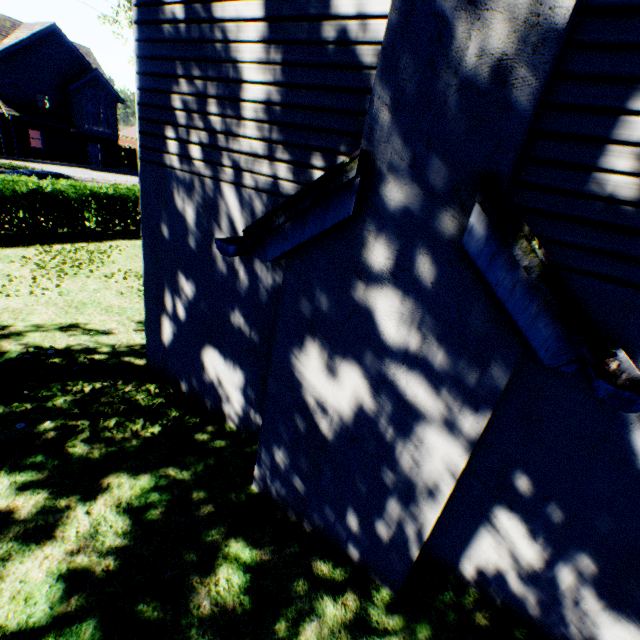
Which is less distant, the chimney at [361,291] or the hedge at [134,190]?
the chimney at [361,291]

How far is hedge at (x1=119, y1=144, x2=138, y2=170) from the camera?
38.3 meters

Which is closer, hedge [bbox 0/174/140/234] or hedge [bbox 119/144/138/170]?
hedge [bbox 0/174/140/234]

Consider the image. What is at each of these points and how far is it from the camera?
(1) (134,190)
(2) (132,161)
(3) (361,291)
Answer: (1) hedge, 13.94m
(2) hedge, 38.97m
(3) chimney, 2.63m

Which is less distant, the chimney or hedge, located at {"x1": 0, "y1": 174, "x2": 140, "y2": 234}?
the chimney

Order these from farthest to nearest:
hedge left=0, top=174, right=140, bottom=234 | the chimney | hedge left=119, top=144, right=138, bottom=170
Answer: hedge left=119, top=144, right=138, bottom=170 < hedge left=0, top=174, right=140, bottom=234 < the chimney

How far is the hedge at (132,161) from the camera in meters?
38.3

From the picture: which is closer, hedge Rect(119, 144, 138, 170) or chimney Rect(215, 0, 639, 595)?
chimney Rect(215, 0, 639, 595)
